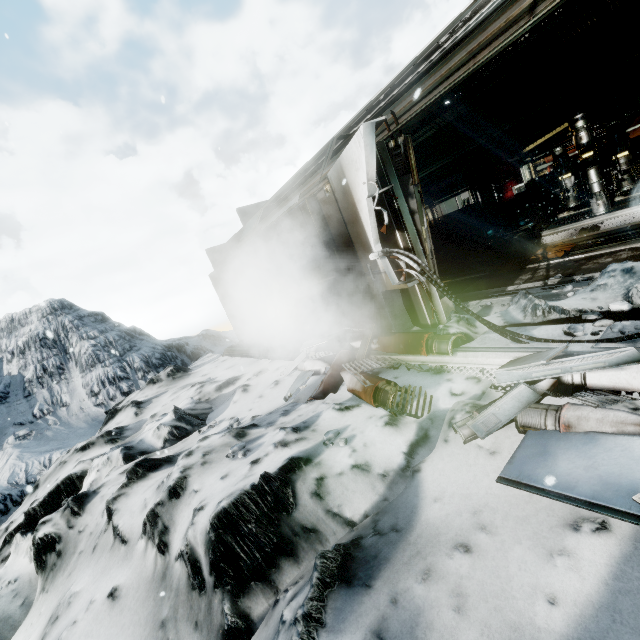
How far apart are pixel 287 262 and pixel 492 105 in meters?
7.0

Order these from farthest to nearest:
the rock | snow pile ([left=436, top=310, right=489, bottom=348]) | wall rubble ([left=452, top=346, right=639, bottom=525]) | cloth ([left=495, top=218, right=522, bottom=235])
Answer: cloth ([left=495, top=218, right=522, bottom=235]) < snow pile ([left=436, top=310, right=489, bottom=348]) < the rock < wall rubble ([left=452, top=346, right=639, bottom=525])

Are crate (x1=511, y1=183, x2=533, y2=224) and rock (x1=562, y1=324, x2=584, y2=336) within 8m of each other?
no

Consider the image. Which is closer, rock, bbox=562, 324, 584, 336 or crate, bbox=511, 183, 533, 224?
rock, bbox=562, 324, 584, 336

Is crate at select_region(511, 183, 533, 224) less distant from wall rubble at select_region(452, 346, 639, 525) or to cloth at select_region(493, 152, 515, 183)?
cloth at select_region(493, 152, 515, 183)

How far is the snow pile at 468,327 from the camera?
3.8m

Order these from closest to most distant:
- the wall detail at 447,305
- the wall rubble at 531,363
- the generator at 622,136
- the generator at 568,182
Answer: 1. the wall rubble at 531,363
2. the wall detail at 447,305
3. the generator at 622,136
4. the generator at 568,182

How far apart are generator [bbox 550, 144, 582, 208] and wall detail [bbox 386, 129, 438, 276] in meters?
6.0
